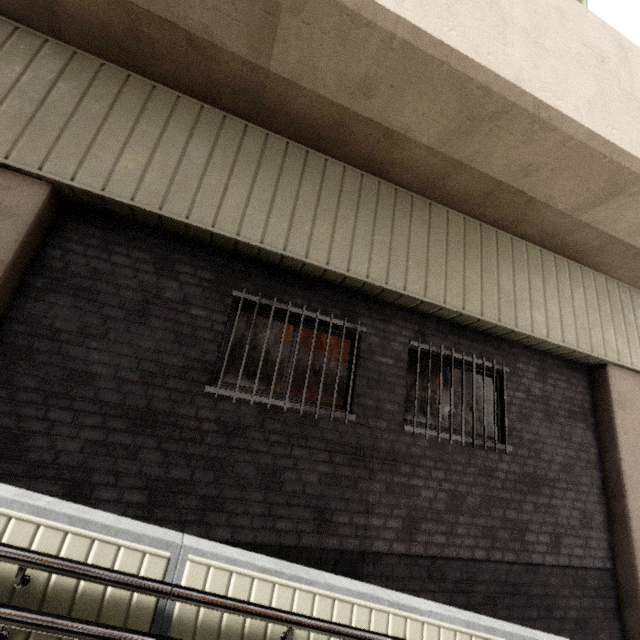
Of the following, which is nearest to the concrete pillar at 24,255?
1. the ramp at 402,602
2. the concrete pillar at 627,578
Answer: the ramp at 402,602

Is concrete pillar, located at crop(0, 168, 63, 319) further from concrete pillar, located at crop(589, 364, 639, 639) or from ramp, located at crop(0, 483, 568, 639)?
concrete pillar, located at crop(589, 364, 639, 639)

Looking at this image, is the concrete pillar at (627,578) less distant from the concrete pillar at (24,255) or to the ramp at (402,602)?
the ramp at (402,602)

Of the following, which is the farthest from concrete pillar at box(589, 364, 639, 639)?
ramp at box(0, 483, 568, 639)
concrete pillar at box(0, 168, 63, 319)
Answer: concrete pillar at box(0, 168, 63, 319)

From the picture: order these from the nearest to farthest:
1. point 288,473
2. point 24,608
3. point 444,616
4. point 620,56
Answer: point 24,608, point 444,616, point 288,473, point 620,56

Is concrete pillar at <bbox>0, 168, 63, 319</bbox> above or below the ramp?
above
